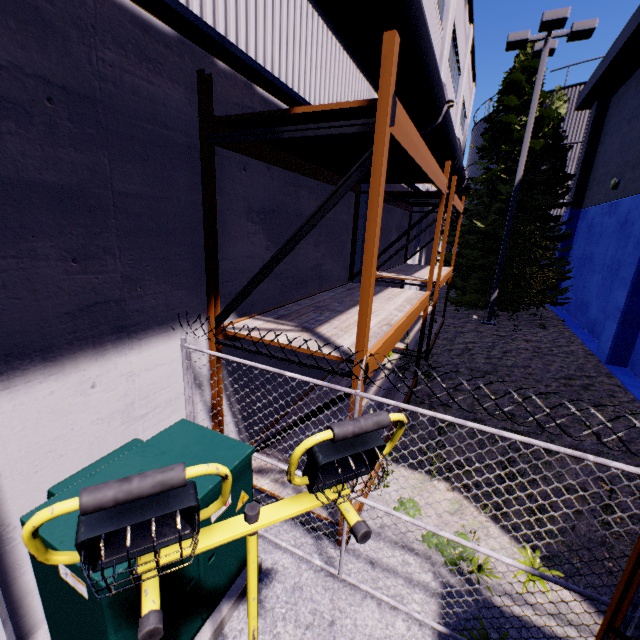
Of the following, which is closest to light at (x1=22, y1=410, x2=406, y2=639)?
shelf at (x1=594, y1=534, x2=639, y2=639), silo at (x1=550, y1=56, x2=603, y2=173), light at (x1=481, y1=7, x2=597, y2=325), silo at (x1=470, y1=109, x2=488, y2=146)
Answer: shelf at (x1=594, y1=534, x2=639, y2=639)

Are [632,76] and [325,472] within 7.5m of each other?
no

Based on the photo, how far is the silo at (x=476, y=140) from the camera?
24.2 meters

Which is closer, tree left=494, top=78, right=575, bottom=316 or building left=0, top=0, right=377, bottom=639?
building left=0, top=0, right=377, bottom=639

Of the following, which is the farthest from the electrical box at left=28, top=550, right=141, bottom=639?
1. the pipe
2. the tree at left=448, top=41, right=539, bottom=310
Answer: the tree at left=448, top=41, right=539, bottom=310

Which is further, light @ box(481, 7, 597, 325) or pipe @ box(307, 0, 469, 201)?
light @ box(481, 7, 597, 325)

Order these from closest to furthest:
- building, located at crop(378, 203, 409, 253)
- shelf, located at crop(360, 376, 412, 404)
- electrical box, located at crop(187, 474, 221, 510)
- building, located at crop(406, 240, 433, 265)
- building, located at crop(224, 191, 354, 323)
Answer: electrical box, located at crop(187, 474, 221, 510)
building, located at crop(224, 191, 354, 323)
shelf, located at crop(360, 376, 412, 404)
building, located at crop(378, 203, 409, 253)
building, located at crop(406, 240, 433, 265)

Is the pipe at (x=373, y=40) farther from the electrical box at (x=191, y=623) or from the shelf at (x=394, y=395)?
the electrical box at (x=191, y=623)
